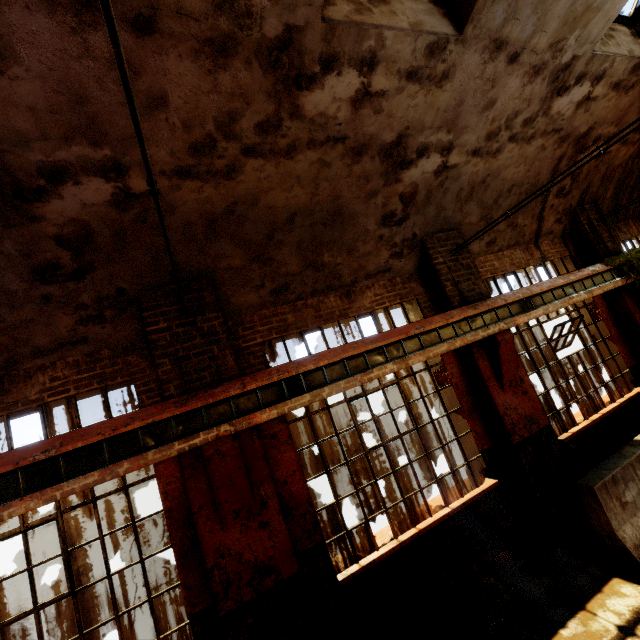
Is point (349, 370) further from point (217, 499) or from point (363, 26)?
point (363, 26)

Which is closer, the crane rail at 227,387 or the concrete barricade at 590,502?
the crane rail at 227,387

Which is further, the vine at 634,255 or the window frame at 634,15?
the vine at 634,255

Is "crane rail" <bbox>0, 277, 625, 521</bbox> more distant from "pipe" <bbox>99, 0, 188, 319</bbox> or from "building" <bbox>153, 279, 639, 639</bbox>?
"pipe" <bbox>99, 0, 188, 319</bbox>

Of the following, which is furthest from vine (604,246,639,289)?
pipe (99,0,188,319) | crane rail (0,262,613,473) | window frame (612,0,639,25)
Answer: pipe (99,0,188,319)

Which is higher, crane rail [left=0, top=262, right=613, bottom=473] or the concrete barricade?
crane rail [left=0, top=262, right=613, bottom=473]

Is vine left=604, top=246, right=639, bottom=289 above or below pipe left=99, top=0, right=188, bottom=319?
below

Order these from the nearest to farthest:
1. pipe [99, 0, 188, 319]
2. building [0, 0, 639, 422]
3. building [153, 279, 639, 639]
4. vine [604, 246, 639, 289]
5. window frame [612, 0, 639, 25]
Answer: pipe [99, 0, 188, 319]
building [0, 0, 639, 422]
building [153, 279, 639, 639]
window frame [612, 0, 639, 25]
vine [604, 246, 639, 289]
